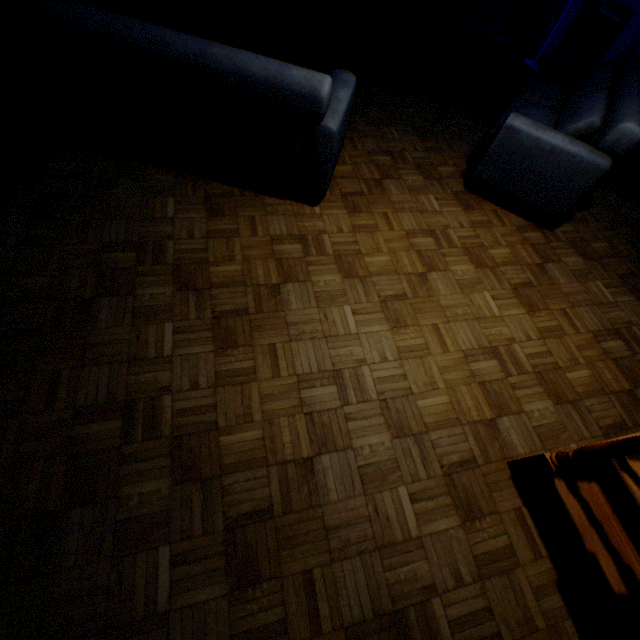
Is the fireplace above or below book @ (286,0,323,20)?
above

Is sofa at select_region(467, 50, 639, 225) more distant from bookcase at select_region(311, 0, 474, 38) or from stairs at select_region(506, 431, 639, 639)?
bookcase at select_region(311, 0, 474, 38)

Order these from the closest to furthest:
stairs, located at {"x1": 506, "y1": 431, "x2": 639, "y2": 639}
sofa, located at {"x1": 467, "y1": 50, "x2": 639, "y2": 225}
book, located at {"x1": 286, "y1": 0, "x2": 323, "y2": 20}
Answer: stairs, located at {"x1": 506, "y1": 431, "x2": 639, "y2": 639} < sofa, located at {"x1": 467, "y1": 50, "x2": 639, "y2": 225} < book, located at {"x1": 286, "y1": 0, "x2": 323, "y2": 20}

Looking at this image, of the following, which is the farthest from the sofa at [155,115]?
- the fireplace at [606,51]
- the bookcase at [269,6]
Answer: the fireplace at [606,51]

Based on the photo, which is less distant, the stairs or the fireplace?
the stairs

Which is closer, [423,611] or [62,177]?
[423,611]

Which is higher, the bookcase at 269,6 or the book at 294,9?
the book at 294,9

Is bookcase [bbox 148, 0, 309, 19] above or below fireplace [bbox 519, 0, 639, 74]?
below
